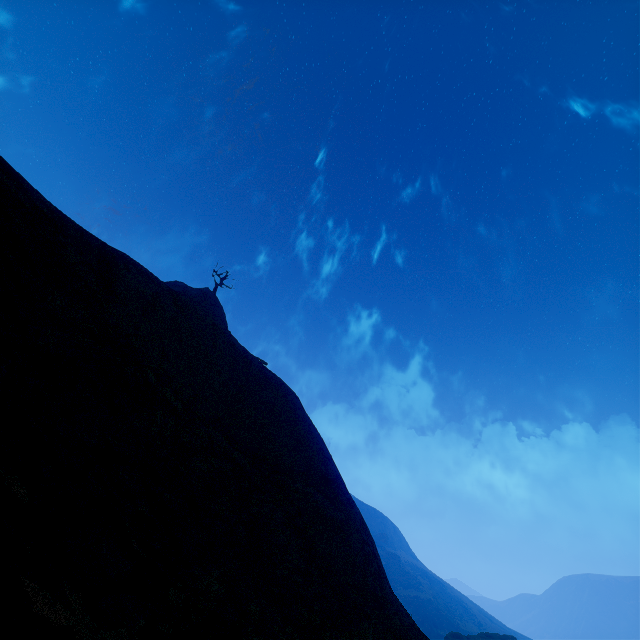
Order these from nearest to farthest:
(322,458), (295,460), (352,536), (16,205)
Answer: (16,205), (352,536), (295,460), (322,458)
